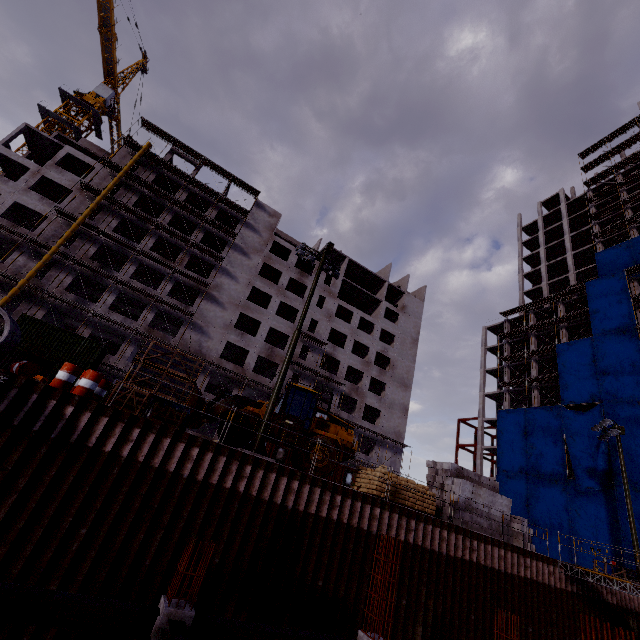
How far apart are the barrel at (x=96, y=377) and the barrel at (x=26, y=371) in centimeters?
124cm

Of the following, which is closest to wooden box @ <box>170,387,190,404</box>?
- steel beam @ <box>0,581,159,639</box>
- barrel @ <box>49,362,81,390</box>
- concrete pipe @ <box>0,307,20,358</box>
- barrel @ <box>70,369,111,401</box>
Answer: barrel @ <box>70,369,111,401</box>

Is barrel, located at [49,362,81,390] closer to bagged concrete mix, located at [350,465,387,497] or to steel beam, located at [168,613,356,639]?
steel beam, located at [168,613,356,639]

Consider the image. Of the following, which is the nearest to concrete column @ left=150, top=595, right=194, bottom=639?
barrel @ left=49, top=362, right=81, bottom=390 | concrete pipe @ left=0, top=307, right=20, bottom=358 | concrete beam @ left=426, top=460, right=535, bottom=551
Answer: barrel @ left=49, top=362, right=81, bottom=390

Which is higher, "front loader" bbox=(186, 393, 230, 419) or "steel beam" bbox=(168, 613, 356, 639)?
"front loader" bbox=(186, 393, 230, 419)

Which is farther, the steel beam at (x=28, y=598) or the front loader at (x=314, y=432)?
the front loader at (x=314, y=432)

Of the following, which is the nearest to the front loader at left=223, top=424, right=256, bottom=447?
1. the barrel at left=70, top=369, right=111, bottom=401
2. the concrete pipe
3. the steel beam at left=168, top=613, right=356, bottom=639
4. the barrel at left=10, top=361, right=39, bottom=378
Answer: the barrel at left=70, top=369, right=111, bottom=401

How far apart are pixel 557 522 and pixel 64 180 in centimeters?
6232cm
